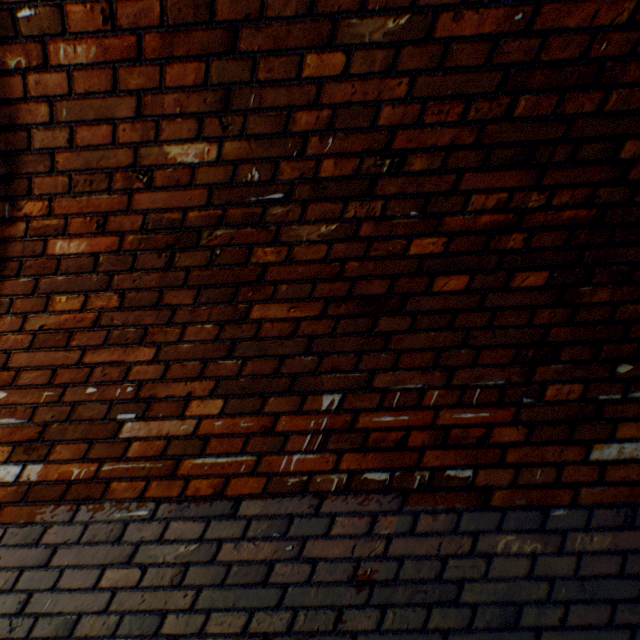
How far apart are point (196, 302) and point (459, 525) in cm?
147
